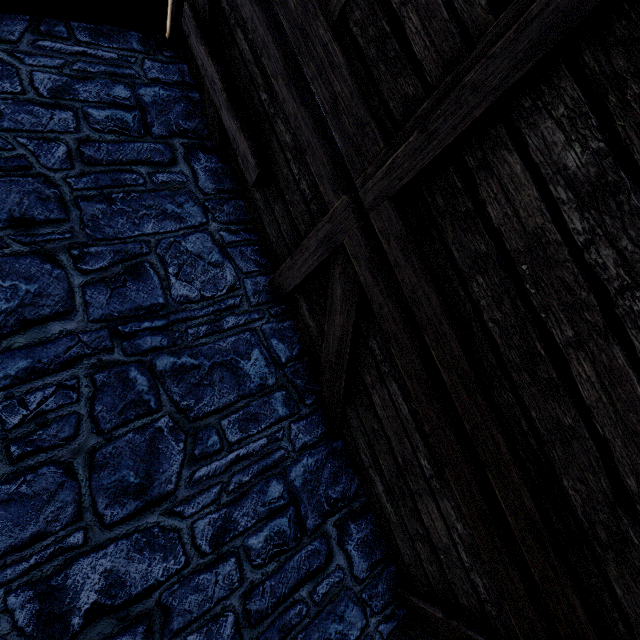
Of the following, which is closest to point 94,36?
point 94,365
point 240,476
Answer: point 94,365

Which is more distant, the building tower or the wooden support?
the wooden support

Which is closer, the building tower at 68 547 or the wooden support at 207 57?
the building tower at 68 547
